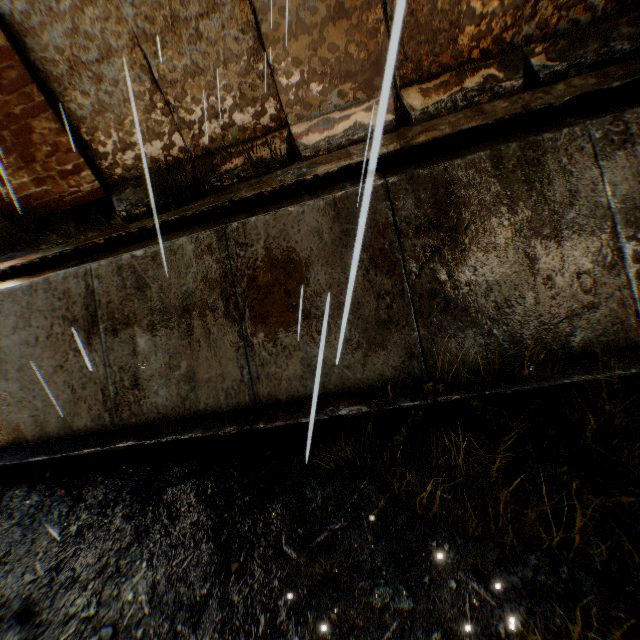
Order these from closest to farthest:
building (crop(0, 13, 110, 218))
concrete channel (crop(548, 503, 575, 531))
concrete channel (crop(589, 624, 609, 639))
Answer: concrete channel (crop(589, 624, 609, 639))
concrete channel (crop(548, 503, 575, 531))
building (crop(0, 13, 110, 218))

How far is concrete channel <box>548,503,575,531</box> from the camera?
2.69m

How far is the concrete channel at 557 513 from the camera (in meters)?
2.69

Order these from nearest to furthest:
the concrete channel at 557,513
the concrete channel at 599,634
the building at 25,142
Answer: the concrete channel at 599,634 < the concrete channel at 557,513 < the building at 25,142

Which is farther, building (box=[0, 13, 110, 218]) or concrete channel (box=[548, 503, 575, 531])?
building (box=[0, 13, 110, 218])

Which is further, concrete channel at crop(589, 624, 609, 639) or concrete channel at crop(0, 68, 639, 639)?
concrete channel at crop(0, 68, 639, 639)

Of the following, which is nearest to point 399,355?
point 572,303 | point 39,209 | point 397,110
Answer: point 572,303
